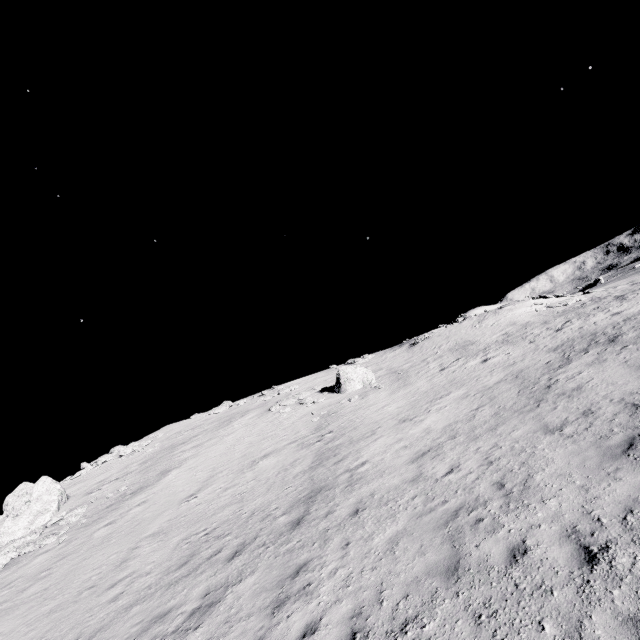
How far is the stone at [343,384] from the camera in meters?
26.6 m

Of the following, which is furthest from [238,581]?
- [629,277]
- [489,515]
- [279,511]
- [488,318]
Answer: [629,277]

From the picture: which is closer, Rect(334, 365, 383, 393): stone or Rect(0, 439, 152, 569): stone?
Rect(0, 439, 152, 569): stone

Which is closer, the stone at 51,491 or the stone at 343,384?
the stone at 51,491

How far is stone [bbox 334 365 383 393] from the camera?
26.6m
